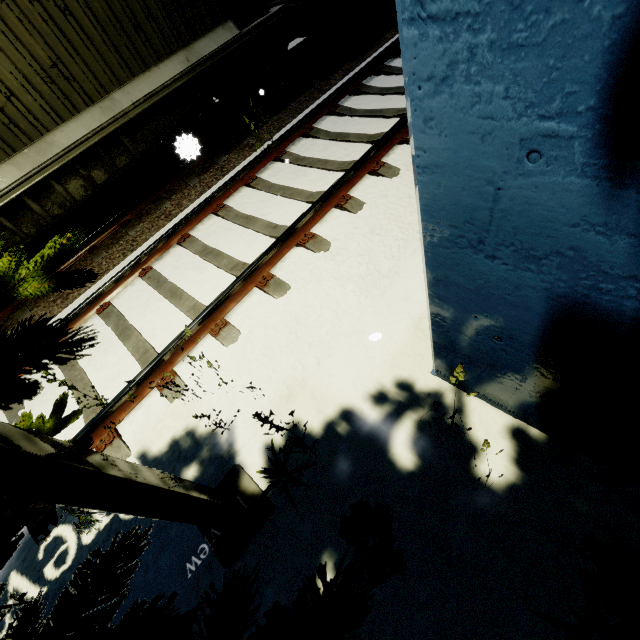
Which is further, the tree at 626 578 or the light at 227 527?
the light at 227 527

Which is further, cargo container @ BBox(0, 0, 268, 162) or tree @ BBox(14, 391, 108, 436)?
cargo container @ BBox(0, 0, 268, 162)

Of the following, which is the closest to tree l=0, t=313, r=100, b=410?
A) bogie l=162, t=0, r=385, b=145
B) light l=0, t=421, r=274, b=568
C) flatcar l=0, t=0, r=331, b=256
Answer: light l=0, t=421, r=274, b=568

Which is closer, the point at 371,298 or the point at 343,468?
the point at 343,468

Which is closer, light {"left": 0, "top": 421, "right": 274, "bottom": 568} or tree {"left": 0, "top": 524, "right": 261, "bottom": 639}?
tree {"left": 0, "top": 524, "right": 261, "bottom": 639}

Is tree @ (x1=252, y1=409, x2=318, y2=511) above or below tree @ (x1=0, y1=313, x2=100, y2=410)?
below

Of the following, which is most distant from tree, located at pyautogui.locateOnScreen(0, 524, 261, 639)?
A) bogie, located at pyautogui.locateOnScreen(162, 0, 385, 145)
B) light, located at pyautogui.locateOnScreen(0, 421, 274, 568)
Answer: bogie, located at pyautogui.locateOnScreen(162, 0, 385, 145)

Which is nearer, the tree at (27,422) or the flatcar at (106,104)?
the tree at (27,422)
